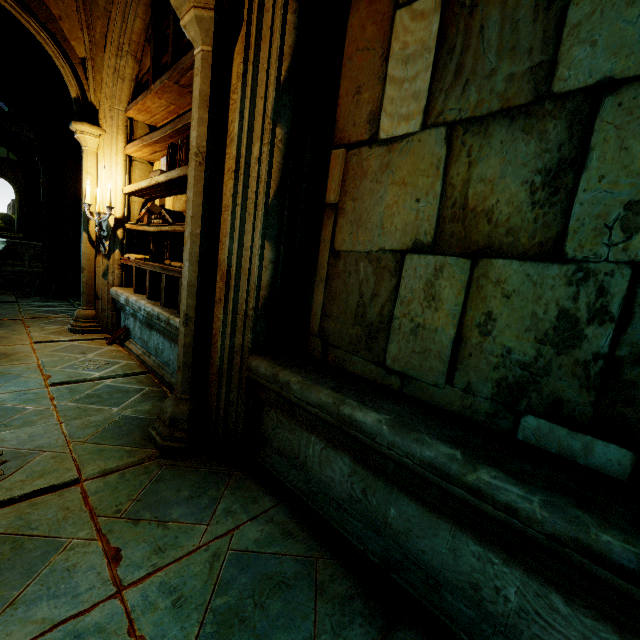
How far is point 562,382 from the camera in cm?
148

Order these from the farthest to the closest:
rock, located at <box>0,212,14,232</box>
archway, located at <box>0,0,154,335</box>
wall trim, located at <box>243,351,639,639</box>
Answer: rock, located at <box>0,212,14,232</box>, archway, located at <box>0,0,154,335</box>, wall trim, located at <box>243,351,639,639</box>

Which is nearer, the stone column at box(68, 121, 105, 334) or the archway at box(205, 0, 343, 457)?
the archway at box(205, 0, 343, 457)

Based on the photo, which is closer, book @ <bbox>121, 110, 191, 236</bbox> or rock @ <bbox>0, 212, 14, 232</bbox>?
book @ <bbox>121, 110, 191, 236</bbox>

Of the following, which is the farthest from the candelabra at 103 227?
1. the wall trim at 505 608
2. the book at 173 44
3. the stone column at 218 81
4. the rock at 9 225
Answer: the rock at 9 225

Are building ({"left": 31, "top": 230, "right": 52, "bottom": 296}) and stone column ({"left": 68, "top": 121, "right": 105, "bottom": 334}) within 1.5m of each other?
no

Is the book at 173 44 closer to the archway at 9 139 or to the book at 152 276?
the book at 152 276

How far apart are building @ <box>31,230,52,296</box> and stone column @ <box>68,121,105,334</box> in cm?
377
